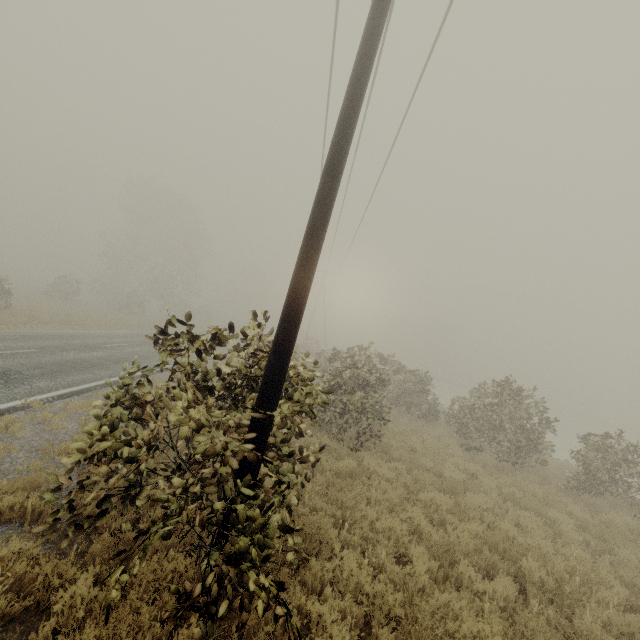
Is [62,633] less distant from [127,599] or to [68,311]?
[127,599]

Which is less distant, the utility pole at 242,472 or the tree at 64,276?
the utility pole at 242,472

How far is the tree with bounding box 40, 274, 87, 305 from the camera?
33.19m

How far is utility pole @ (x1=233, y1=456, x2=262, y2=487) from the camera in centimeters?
367cm

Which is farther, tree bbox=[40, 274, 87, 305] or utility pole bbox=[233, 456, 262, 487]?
tree bbox=[40, 274, 87, 305]

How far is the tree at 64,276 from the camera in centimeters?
3319cm

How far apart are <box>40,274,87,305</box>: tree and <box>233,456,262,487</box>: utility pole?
39.1m
